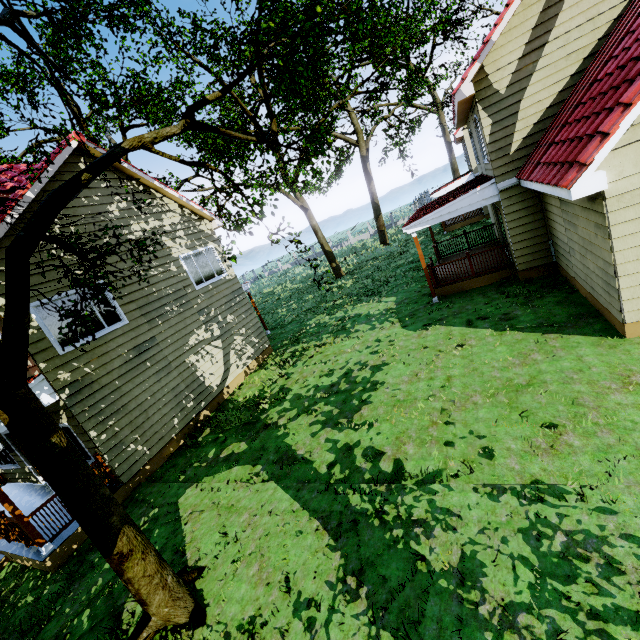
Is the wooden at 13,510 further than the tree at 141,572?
Yes

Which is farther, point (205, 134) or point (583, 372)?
point (205, 134)

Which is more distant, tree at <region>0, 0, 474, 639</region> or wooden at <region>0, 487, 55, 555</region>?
wooden at <region>0, 487, 55, 555</region>
